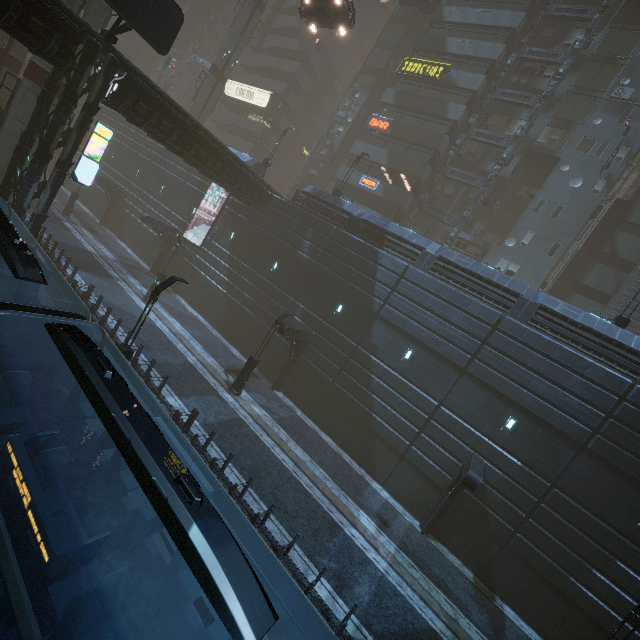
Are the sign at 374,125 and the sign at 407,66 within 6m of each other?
yes

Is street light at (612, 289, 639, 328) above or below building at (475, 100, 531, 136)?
below

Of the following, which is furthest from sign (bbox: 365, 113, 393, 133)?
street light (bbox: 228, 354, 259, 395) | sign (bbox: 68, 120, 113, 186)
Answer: sign (bbox: 68, 120, 113, 186)

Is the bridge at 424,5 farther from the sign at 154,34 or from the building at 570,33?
the sign at 154,34

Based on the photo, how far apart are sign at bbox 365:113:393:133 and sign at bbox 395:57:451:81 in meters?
A: 4.3

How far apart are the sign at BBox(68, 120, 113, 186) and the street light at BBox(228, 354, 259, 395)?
12.2m

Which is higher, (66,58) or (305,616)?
(66,58)

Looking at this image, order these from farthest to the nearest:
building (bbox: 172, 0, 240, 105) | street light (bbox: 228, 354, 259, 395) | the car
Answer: building (bbox: 172, 0, 240, 105), the car, street light (bbox: 228, 354, 259, 395)
